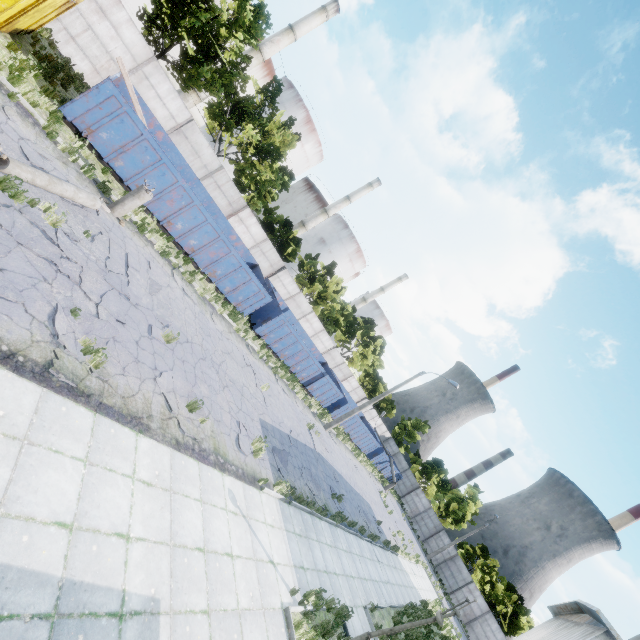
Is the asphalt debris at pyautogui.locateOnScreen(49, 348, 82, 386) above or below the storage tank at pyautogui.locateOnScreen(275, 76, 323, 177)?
below

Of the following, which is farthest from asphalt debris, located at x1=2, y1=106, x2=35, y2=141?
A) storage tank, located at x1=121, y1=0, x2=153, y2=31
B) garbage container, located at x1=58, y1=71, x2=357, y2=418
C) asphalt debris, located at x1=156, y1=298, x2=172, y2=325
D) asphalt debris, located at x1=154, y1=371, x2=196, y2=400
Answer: storage tank, located at x1=121, y1=0, x2=153, y2=31

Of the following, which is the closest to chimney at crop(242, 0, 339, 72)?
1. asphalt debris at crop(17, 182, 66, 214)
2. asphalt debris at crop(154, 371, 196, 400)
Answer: asphalt debris at crop(17, 182, 66, 214)

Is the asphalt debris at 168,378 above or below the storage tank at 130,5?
below

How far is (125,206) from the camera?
11.1 meters

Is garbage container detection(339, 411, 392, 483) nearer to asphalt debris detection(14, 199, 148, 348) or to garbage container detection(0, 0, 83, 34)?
asphalt debris detection(14, 199, 148, 348)

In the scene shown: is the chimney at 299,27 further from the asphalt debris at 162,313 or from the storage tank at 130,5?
the asphalt debris at 162,313

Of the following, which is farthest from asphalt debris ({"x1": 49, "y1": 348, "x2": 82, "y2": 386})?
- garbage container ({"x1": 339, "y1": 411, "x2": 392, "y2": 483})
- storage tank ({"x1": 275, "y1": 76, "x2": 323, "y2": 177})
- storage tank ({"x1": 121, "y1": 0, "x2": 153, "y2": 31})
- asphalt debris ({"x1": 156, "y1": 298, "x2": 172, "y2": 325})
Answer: storage tank ({"x1": 275, "y1": 76, "x2": 323, "y2": 177})
